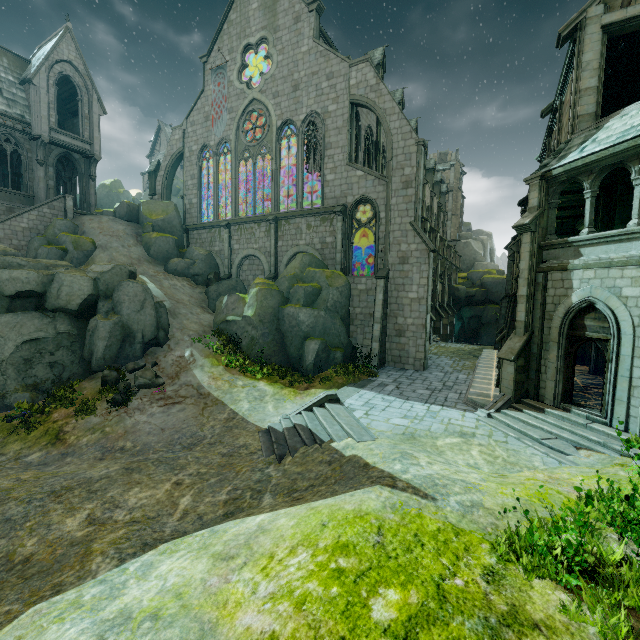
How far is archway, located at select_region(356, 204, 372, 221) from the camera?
23.75m

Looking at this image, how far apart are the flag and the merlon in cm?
1127

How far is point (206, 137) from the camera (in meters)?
28.28

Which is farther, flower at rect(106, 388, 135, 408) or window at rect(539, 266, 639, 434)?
flower at rect(106, 388, 135, 408)

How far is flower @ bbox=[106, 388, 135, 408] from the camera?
14.38m

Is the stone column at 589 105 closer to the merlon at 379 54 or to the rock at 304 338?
the rock at 304 338

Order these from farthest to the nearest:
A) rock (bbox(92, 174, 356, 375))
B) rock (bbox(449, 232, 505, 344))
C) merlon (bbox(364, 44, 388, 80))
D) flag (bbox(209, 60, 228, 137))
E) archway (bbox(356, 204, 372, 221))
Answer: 1. rock (bbox(449, 232, 505, 344))
2. flag (bbox(209, 60, 228, 137))
3. merlon (bbox(364, 44, 388, 80))
4. archway (bbox(356, 204, 372, 221))
5. rock (bbox(92, 174, 356, 375))

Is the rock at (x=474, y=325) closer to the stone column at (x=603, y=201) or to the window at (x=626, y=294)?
the stone column at (x=603, y=201)
